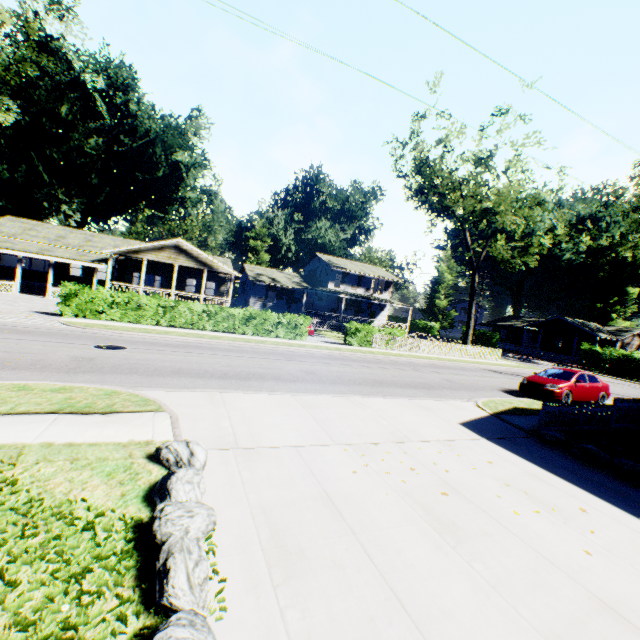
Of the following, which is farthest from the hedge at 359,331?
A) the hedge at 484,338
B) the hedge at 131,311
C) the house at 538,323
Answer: the house at 538,323

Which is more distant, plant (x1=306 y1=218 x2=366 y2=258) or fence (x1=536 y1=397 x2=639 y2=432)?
plant (x1=306 y1=218 x2=366 y2=258)

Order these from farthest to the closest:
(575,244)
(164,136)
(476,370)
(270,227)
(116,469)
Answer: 1. (575,244)
2. (270,227)
3. (164,136)
4. (476,370)
5. (116,469)

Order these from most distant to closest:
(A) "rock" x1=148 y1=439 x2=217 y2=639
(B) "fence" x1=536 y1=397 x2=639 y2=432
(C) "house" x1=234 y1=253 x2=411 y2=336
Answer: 1. (C) "house" x1=234 y1=253 x2=411 y2=336
2. (B) "fence" x1=536 y1=397 x2=639 y2=432
3. (A) "rock" x1=148 y1=439 x2=217 y2=639

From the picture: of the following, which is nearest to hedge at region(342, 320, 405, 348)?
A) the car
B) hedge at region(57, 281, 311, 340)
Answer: hedge at region(57, 281, 311, 340)

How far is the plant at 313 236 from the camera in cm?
5422

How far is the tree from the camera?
26.47m

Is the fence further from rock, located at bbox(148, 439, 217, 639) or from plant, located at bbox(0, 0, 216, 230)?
plant, located at bbox(0, 0, 216, 230)
